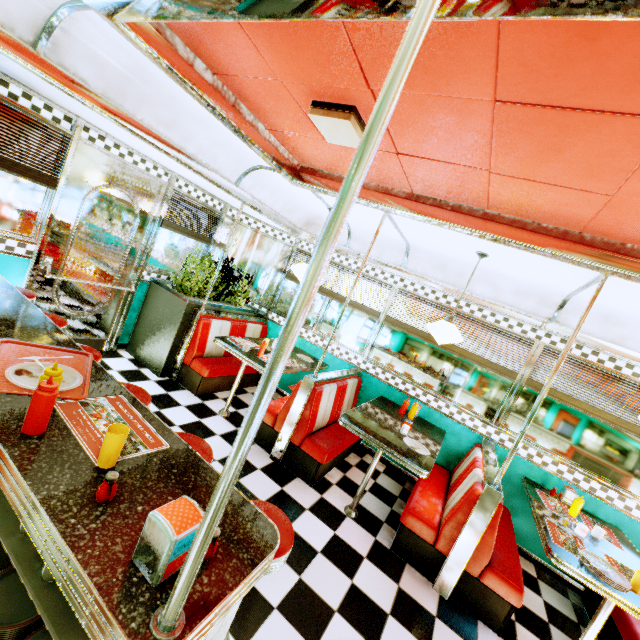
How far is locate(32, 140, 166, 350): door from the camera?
3.61m

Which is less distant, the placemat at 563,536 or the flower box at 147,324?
the placemat at 563,536

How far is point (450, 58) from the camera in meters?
1.4 m

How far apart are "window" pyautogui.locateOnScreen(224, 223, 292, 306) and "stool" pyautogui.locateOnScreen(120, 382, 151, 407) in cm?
344

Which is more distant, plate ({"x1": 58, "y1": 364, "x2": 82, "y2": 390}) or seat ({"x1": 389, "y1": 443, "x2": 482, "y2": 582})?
seat ({"x1": 389, "y1": 443, "x2": 482, "y2": 582})

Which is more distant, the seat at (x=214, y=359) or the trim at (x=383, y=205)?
the seat at (x=214, y=359)

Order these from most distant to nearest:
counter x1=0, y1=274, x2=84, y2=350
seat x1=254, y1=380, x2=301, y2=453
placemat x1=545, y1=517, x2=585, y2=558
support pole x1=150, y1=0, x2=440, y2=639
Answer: seat x1=254, y1=380, x2=301, y2=453
placemat x1=545, y1=517, x2=585, y2=558
counter x1=0, y1=274, x2=84, y2=350
support pole x1=150, y1=0, x2=440, y2=639

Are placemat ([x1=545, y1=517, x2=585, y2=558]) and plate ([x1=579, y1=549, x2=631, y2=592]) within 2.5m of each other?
yes
